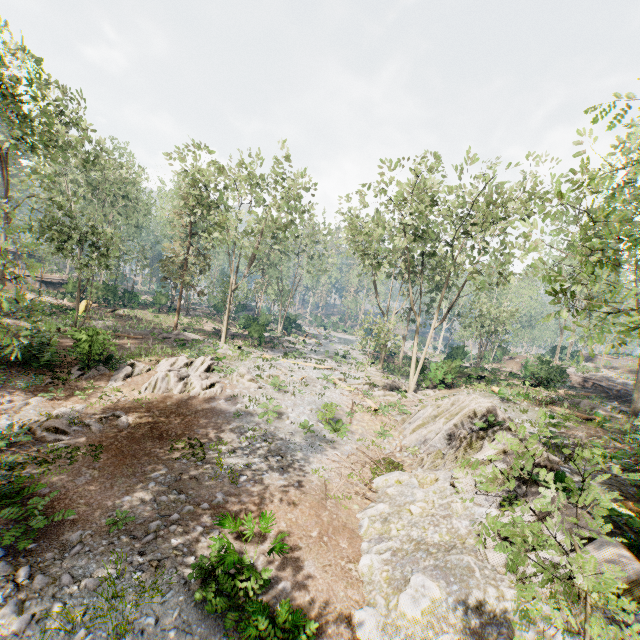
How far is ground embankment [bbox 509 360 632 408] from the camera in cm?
2143

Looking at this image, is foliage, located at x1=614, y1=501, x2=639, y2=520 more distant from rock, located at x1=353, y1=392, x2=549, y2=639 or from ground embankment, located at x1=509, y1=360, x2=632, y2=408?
ground embankment, located at x1=509, y1=360, x2=632, y2=408

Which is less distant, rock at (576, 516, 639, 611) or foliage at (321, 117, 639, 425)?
foliage at (321, 117, 639, 425)

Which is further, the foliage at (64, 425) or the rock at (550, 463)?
the foliage at (64, 425)

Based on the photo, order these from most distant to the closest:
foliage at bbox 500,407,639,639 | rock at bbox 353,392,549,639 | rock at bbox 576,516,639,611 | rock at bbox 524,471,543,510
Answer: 1. rock at bbox 524,471,543,510
2. rock at bbox 353,392,549,639
3. rock at bbox 576,516,639,611
4. foliage at bbox 500,407,639,639

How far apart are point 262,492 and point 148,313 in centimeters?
3657cm

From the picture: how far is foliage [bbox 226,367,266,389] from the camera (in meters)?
21.14
